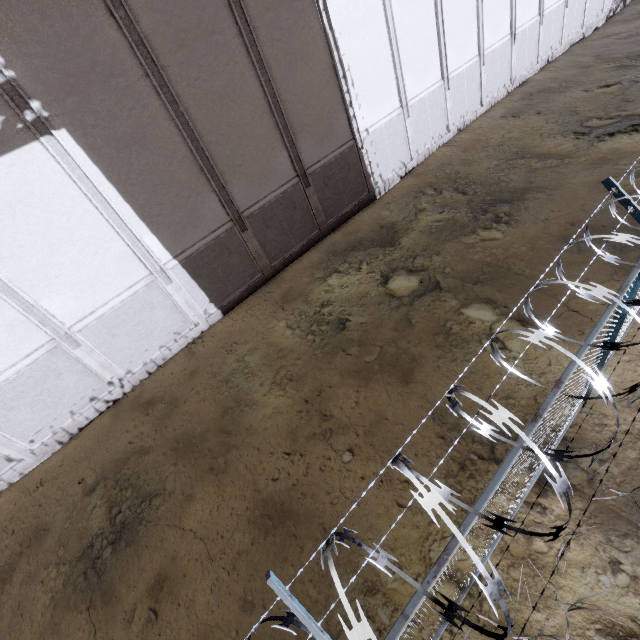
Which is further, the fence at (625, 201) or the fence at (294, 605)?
the fence at (625, 201)

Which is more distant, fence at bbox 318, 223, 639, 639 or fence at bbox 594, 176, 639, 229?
fence at bbox 594, 176, 639, 229

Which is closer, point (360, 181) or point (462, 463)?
point (462, 463)
